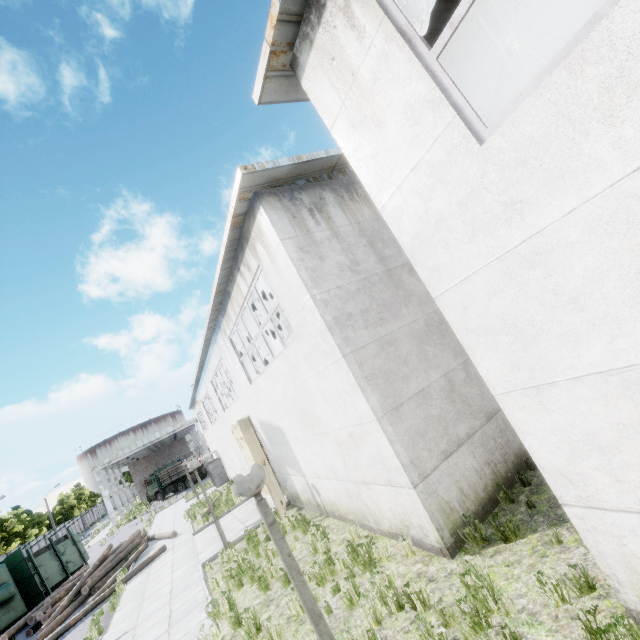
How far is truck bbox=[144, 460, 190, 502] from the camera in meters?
42.4 m

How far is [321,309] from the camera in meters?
6.4

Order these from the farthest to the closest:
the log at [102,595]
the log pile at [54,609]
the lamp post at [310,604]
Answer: the log pile at [54,609], the log at [102,595], the lamp post at [310,604]

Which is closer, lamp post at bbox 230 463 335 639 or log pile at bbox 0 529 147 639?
lamp post at bbox 230 463 335 639

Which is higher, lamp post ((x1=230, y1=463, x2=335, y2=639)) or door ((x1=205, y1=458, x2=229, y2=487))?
lamp post ((x1=230, y1=463, x2=335, y2=639))

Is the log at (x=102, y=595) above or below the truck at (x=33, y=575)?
below

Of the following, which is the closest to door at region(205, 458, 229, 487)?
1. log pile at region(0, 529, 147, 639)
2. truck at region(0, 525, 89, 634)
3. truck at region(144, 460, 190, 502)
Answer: log pile at region(0, 529, 147, 639)

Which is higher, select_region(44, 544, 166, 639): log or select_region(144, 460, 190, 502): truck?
select_region(144, 460, 190, 502): truck
